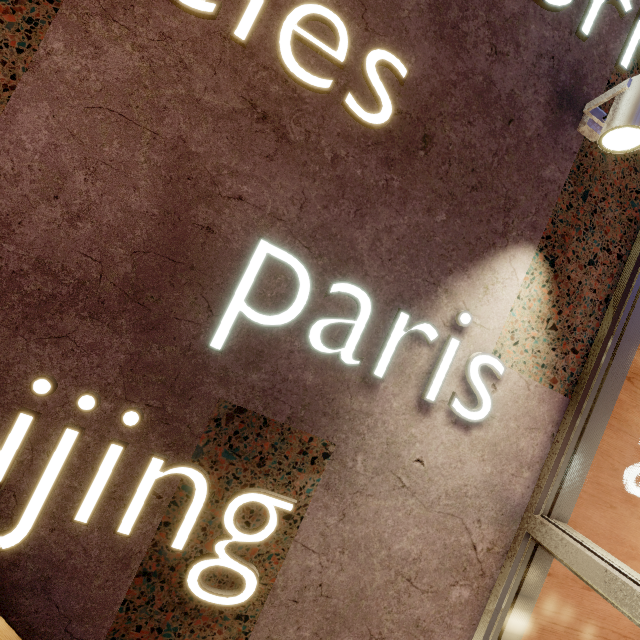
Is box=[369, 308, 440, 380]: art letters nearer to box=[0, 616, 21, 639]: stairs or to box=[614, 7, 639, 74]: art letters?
box=[0, 616, 21, 639]: stairs

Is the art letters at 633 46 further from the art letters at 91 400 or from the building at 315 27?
the art letters at 91 400

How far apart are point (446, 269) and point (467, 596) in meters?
1.5

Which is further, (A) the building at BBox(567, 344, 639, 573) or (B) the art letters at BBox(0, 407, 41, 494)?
(A) the building at BBox(567, 344, 639, 573)

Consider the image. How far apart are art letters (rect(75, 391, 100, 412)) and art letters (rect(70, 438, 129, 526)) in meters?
0.2

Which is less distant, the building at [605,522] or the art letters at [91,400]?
the art letters at [91,400]

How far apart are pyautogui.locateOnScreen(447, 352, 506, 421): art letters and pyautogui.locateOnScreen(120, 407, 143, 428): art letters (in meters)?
1.24
